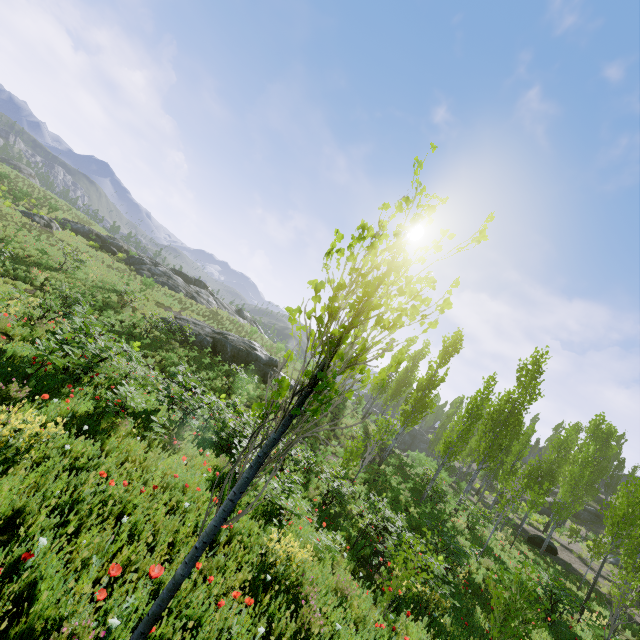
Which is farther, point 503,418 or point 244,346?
point 244,346

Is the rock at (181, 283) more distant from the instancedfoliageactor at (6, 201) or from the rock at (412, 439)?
the rock at (412, 439)

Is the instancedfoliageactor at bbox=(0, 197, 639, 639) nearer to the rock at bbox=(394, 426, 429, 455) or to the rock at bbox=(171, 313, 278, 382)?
the rock at bbox=(394, 426, 429, 455)

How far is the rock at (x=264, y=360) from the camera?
23.9m

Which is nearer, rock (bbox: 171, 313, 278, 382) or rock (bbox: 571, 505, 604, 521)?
rock (bbox: 171, 313, 278, 382)

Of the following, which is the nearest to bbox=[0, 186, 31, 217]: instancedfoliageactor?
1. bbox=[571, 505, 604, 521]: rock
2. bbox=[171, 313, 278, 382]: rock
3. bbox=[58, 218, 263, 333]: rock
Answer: bbox=[571, 505, 604, 521]: rock

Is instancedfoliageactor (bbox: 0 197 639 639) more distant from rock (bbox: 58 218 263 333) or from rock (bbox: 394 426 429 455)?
rock (bbox: 58 218 263 333)

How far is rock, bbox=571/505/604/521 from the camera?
35.81m
